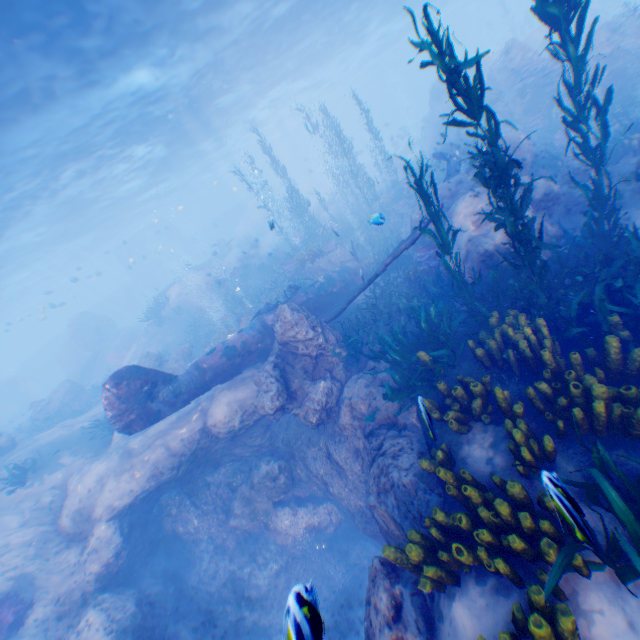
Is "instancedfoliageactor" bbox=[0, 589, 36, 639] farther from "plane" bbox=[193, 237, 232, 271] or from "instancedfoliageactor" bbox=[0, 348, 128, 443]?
"plane" bbox=[193, 237, 232, 271]

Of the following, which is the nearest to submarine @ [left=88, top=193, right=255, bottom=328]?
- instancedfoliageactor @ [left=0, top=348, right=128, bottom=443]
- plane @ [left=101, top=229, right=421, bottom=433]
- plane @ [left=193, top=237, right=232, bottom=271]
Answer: plane @ [left=193, top=237, right=232, bottom=271]

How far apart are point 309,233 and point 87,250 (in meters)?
42.86

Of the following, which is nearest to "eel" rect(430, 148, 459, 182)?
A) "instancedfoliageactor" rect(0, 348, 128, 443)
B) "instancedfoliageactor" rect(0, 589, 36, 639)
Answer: "instancedfoliageactor" rect(0, 589, 36, 639)

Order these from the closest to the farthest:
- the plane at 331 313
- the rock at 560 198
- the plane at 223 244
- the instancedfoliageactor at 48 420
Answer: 1. the rock at 560 198
2. the plane at 331 313
3. the instancedfoliageactor at 48 420
4. the plane at 223 244

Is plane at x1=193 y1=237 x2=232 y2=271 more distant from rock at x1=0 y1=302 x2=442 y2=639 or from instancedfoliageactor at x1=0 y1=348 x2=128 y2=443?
instancedfoliageactor at x1=0 y1=348 x2=128 y2=443

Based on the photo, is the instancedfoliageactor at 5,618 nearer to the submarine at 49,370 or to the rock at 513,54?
the rock at 513,54

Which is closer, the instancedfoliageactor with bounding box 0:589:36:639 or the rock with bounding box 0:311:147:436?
the instancedfoliageactor with bounding box 0:589:36:639
